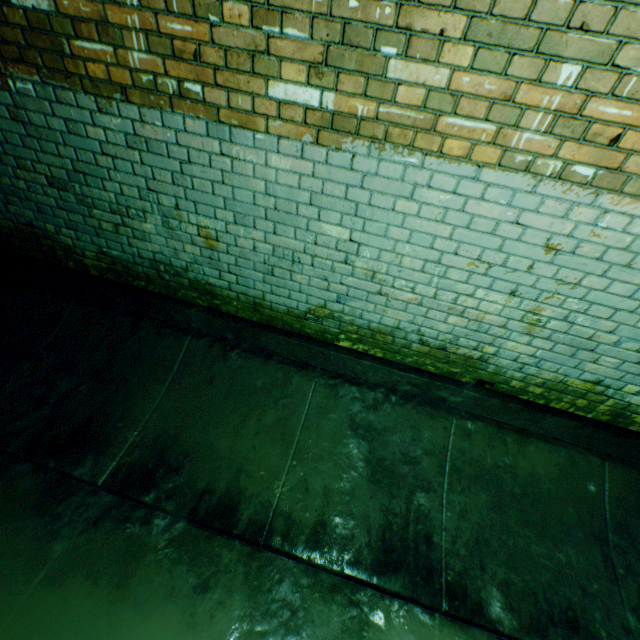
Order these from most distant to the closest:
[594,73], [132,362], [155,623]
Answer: [132,362], [155,623], [594,73]
